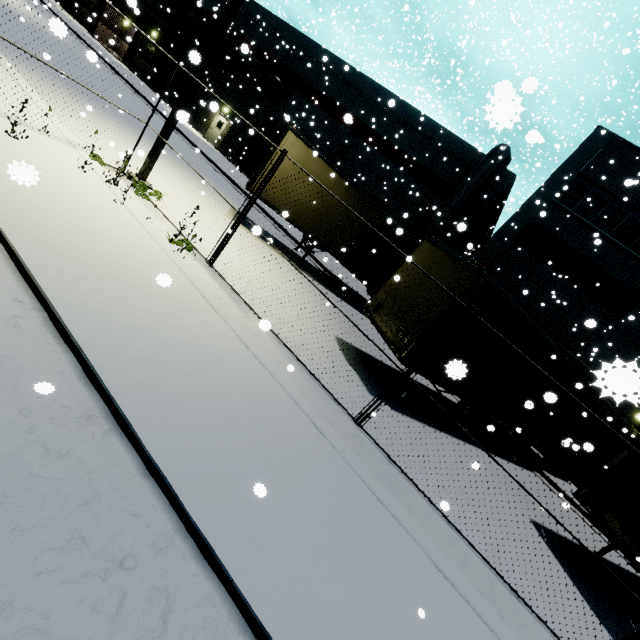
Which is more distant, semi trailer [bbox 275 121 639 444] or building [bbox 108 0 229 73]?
building [bbox 108 0 229 73]

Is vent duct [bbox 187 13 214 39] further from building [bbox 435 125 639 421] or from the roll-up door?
the roll-up door

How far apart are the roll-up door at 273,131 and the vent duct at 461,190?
11.4m

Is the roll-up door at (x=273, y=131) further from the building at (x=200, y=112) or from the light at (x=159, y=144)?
the light at (x=159, y=144)

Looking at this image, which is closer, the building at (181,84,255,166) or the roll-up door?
the roll-up door

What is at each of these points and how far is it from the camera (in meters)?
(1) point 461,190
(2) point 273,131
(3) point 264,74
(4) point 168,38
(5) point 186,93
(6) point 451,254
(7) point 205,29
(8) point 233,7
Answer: (1) vent duct, 19.28
(2) roll-up door, 26.62
(3) vent duct, 24.89
(4) building, 30.09
(5) light, 8.06
(6) semi trailer, 7.91
(7) vent duct, 27.05
(8) light, 7.45

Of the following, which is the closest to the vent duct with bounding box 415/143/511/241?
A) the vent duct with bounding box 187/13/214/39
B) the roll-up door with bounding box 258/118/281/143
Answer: the roll-up door with bounding box 258/118/281/143

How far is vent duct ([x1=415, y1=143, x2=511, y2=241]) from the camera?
18.64m
